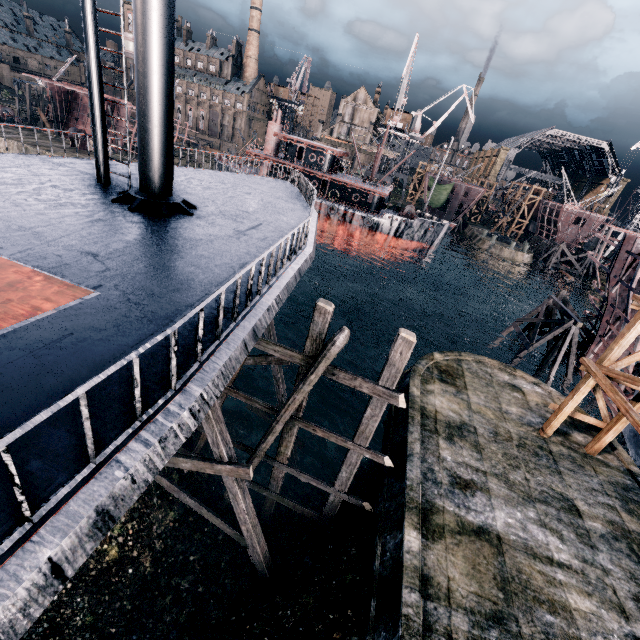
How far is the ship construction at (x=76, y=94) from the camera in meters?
54.4 m

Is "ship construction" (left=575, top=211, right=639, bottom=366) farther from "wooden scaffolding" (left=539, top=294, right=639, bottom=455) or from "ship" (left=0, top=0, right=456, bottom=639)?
"ship" (left=0, top=0, right=456, bottom=639)

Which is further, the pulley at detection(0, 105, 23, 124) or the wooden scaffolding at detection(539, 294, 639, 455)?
the pulley at detection(0, 105, 23, 124)

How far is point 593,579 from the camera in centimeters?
1011cm

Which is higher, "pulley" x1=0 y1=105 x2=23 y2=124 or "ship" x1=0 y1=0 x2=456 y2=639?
"ship" x1=0 y1=0 x2=456 y2=639

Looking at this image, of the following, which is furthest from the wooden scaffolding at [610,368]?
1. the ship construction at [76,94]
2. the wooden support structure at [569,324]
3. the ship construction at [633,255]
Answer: the ship construction at [76,94]

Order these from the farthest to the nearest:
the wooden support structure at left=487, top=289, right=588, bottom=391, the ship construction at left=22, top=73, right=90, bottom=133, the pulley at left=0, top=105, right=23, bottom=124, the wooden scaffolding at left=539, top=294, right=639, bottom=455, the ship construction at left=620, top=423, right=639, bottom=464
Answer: the ship construction at left=22, top=73, right=90, bottom=133 → the pulley at left=0, top=105, right=23, bottom=124 → the wooden support structure at left=487, top=289, right=588, bottom=391 → the ship construction at left=620, top=423, right=639, bottom=464 → the wooden scaffolding at left=539, top=294, right=639, bottom=455

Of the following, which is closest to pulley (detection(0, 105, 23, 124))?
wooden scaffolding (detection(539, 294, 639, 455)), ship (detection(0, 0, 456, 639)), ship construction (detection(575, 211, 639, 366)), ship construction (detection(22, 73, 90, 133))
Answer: ship construction (detection(22, 73, 90, 133))
